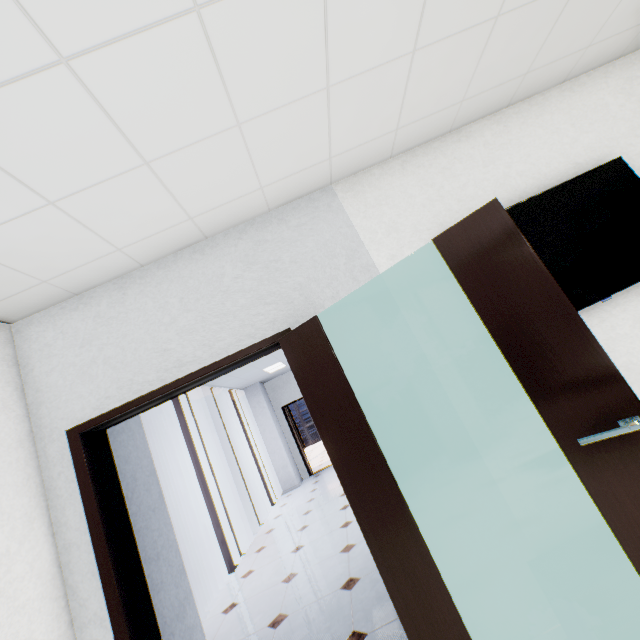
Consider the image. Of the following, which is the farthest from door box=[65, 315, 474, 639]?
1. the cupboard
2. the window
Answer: the window

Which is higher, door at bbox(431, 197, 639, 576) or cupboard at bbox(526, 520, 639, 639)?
door at bbox(431, 197, 639, 576)

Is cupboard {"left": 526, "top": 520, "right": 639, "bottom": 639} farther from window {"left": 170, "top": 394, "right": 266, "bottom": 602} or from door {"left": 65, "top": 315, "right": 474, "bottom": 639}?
window {"left": 170, "top": 394, "right": 266, "bottom": 602}

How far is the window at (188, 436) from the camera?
5.51m

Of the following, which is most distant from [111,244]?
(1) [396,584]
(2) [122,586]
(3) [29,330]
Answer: (1) [396,584]

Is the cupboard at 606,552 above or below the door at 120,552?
below

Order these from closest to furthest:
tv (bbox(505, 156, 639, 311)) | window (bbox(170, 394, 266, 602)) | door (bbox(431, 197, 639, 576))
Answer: door (bbox(431, 197, 639, 576)) < tv (bbox(505, 156, 639, 311)) < window (bbox(170, 394, 266, 602))

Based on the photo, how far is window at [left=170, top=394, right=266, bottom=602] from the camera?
5.51m
